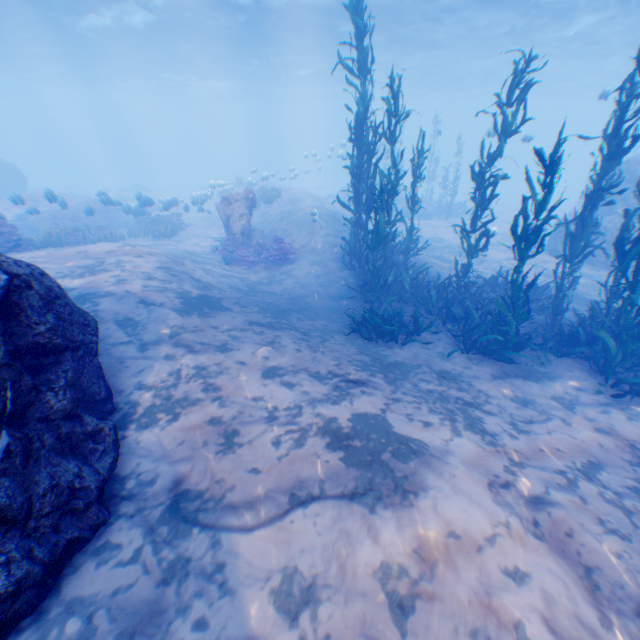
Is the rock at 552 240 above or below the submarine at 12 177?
below

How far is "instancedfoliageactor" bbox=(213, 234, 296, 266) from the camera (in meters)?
13.02

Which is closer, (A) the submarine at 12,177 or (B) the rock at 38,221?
(B) the rock at 38,221

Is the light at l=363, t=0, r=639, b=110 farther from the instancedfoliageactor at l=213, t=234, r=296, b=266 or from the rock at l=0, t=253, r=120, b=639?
the instancedfoliageactor at l=213, t=234, r=296, b=266

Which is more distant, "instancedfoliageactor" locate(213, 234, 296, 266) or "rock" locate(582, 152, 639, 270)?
"rock" locate(582, 152, 639, 270)

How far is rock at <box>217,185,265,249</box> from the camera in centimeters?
1412cm

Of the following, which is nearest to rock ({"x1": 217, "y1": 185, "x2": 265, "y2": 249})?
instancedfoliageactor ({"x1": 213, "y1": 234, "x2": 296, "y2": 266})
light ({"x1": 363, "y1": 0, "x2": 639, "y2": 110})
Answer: Result: instancedfoliageactor ({"x1": 213, "y1": 234, "x2": 296, "y2": 266})

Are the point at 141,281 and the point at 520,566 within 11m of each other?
yes
